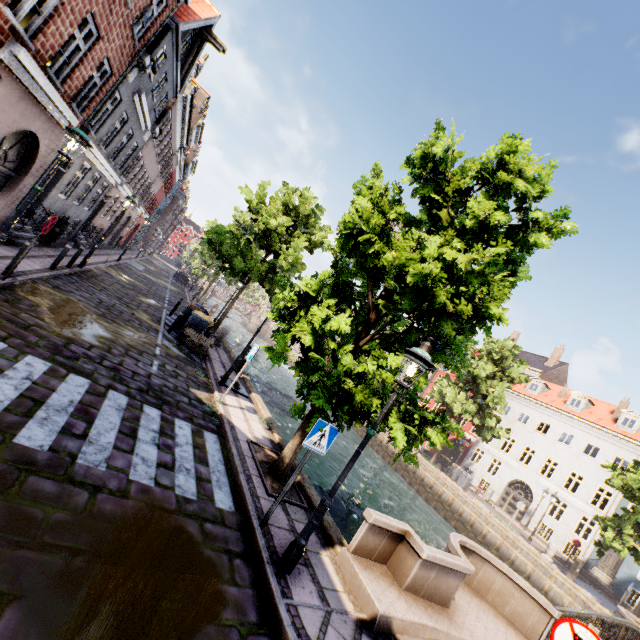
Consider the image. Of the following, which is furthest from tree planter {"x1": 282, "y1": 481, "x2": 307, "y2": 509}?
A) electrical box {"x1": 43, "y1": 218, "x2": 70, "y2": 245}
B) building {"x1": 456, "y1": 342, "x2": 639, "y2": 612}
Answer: building {"x1": 456, "y1": 342, "x2": 639, "y2": 612}

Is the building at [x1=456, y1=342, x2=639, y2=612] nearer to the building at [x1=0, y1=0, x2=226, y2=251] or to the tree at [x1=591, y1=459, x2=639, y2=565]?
the tree at [x1=591, y1=459, x2=639, y2=565]

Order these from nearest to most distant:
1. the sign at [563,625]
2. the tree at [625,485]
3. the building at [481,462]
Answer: the sign at [563,625]
the tree at [625,485]
the building at [481,462]

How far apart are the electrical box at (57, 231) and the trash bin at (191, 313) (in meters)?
6.63

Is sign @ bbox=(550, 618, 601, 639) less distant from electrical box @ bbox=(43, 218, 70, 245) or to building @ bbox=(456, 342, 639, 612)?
electrical box @ bbox=(43, 218, 70, 245)

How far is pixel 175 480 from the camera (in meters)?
4.98

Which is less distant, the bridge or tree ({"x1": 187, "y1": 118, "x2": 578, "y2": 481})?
the bridge

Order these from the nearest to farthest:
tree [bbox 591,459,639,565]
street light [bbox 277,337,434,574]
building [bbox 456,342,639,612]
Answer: street light [bbox 277,337,434,574]
tree [bbox 591,459,639,565]
building [bbox 456,342,639,612]
